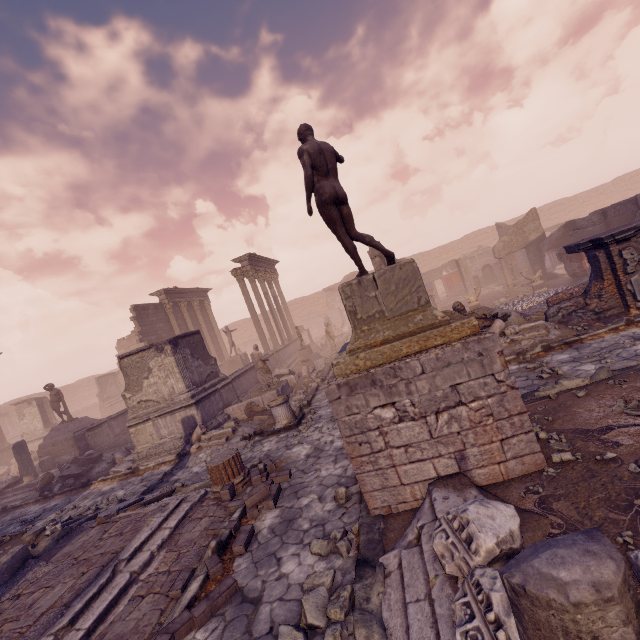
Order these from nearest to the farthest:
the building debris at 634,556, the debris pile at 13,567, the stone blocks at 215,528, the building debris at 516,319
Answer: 1. the building debris at 634,556
2. the stone blocks at 215,528
3. the debris pile at 13,567
4. the building debris at 516,319

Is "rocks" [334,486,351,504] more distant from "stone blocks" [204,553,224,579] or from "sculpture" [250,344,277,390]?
"sculpture" [250,344,277,390]

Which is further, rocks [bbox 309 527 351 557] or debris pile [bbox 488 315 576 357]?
debris pile [bbox 488 315 576 357]

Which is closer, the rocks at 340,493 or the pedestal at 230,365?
the rocks at 340,493

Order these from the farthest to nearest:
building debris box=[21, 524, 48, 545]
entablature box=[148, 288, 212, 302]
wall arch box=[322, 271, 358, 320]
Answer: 1. wall arch box=[322, 271, 358, 320]
2. entablature box=[148, 288, 212, 302]
3. building debris box=[21, 524, 48, 545]

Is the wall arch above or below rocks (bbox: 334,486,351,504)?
above

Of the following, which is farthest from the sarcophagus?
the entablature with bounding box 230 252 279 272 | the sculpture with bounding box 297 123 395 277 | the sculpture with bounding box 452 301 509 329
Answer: the sculpture with bounding box 297 123 395 277

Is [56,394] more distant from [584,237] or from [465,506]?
[584,237]
